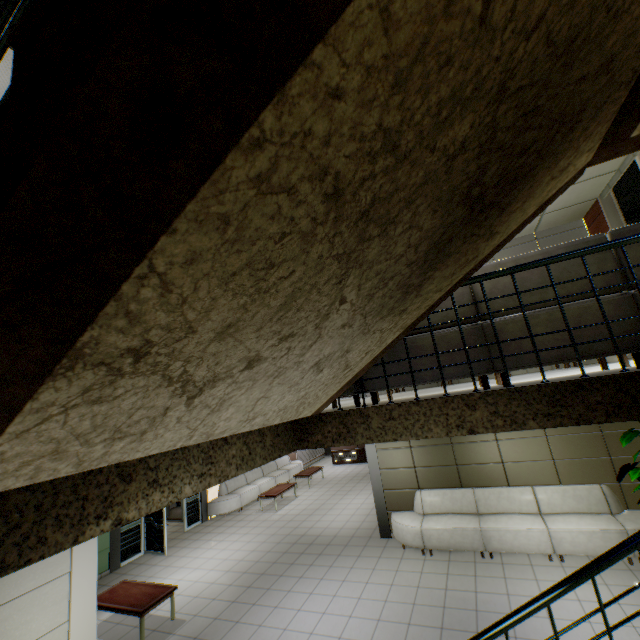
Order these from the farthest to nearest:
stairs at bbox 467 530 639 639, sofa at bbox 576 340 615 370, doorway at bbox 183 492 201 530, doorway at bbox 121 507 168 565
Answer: doorway at bbox 183 492 201 530 < doorway at bbox 121 507 168 565 < sofa at bbox 576 340 615 370 < stairs at bbox 467 530 639 639

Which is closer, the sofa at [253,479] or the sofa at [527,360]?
the sofa at [527,360]

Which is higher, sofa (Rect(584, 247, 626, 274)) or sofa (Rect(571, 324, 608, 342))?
sofa (Rect(584, 247, 626, 274))

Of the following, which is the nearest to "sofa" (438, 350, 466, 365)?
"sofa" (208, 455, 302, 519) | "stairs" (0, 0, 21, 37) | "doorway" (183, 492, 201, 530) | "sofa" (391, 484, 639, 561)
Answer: "stairs" (0, 0, 21, 37)

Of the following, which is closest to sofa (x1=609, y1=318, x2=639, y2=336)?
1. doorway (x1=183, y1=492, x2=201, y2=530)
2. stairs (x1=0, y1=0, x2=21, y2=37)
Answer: stairs (x1=0, y1=0, x2=21, y2=37)

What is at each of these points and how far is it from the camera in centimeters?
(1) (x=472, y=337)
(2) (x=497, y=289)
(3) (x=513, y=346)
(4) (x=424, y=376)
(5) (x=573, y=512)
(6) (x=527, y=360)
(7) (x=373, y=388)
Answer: (1) sofa, 287cm
(2) sofa, 286cm
(3) sofa, 272cm
(4) sofa, 298cm
(5) sofa, 655cm
(6) sofa, 266cm
(7) sofa, 316cm

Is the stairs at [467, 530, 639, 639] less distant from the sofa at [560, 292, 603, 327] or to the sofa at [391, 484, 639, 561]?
the sofa at [560, 292, 603, 327]

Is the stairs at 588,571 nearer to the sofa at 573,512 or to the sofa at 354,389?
the sofa at 354,389
